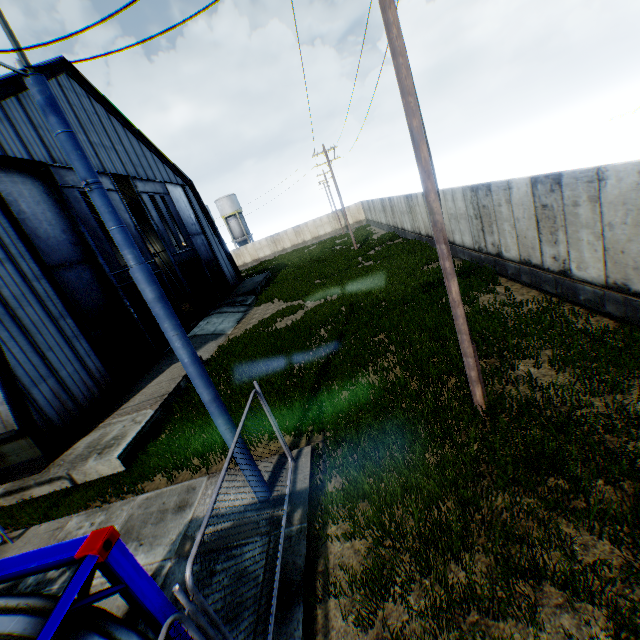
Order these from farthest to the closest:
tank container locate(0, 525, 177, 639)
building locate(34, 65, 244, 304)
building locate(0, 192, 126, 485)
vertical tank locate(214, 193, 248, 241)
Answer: vertical tank locate(214, 193, 248, 241), building locate(34, 65, 244, 304), building locate(0, 192, 126, 485), tank container locate(0, 525, 177, 639)

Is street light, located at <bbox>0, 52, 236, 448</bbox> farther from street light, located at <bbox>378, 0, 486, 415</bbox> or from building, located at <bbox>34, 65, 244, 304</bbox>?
building, located at <bbox>34, 65, 244, 304</bbox>

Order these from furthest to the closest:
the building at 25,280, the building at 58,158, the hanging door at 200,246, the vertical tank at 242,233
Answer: the vertical tank at 242,233 < the hanging door at 200,246 < the building at 58,158 < the building at 25,280

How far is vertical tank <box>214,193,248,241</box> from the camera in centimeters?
5759cm

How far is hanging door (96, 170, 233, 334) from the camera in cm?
1955

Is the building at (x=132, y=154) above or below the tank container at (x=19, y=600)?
above

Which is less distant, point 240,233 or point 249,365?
point 249,365

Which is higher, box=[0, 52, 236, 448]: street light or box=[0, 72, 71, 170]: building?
box=[0, 72, 71, 170]: building
